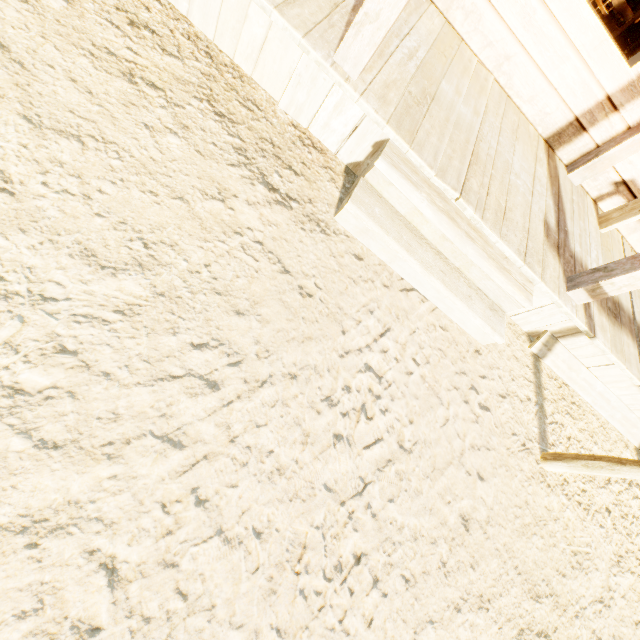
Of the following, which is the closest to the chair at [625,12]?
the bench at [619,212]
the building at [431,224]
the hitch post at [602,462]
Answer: the building at [431,224]

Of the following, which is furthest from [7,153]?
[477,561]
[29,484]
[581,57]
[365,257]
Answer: [581,57]

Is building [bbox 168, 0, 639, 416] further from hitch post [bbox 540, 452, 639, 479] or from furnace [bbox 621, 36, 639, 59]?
hitch post [bbox 540, 452, 639, 479]

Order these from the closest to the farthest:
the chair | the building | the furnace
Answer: the building, the chair, the furnace

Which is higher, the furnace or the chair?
the chair

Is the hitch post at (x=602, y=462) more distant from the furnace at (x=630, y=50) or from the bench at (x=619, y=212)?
the furnace at (x=630, y=50)

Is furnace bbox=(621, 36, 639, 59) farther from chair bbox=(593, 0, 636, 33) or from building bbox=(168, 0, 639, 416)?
chair bbox=(593, 0, 636, 33)

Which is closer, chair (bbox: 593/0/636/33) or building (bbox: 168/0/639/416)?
building (bbox: 168/0/639/416)
